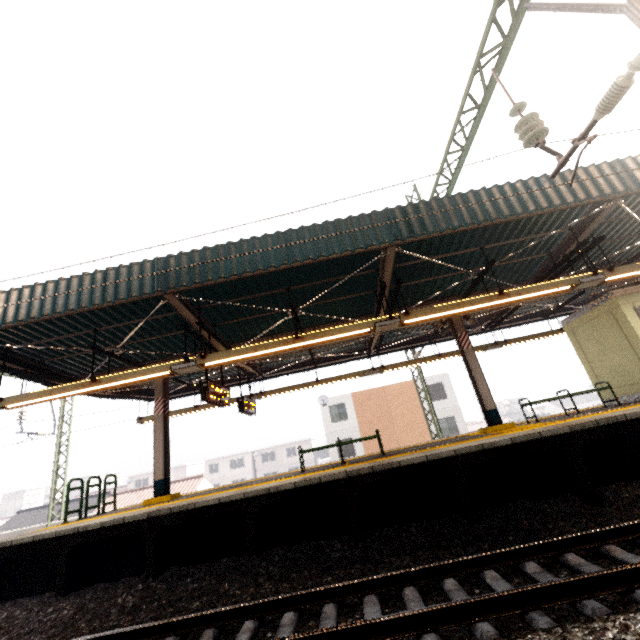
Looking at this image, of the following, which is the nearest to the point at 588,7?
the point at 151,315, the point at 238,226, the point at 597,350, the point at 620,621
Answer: the point at 238,226

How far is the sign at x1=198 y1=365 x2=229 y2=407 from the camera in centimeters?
806cm

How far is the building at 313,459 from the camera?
50.75m

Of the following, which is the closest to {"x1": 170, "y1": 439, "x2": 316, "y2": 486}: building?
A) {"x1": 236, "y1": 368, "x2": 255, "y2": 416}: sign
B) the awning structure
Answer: the awning structure

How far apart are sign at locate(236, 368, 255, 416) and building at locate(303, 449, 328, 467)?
42.91m

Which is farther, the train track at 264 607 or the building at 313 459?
the building at 313 459

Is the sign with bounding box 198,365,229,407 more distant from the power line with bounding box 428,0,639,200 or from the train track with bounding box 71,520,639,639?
the power line with bounding box 428,0,639,200

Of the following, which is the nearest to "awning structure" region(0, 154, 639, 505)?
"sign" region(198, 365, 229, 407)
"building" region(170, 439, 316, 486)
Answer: "sign" region(198, 365, 229, 407)
